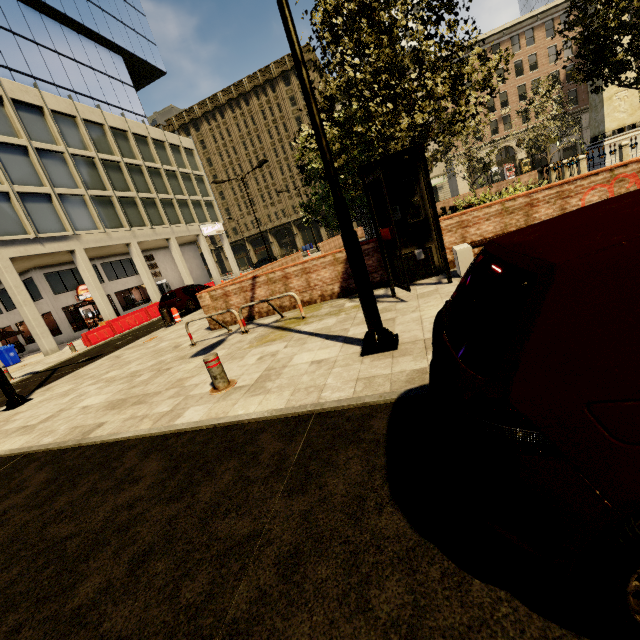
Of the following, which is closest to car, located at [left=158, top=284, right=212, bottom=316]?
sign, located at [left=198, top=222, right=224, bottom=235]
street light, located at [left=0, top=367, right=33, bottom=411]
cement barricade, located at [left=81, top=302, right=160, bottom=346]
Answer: cement barricade, located at [left=81, top=302, right=160, bottom=346]

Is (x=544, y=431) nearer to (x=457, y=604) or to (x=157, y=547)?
(x=457, y=604)

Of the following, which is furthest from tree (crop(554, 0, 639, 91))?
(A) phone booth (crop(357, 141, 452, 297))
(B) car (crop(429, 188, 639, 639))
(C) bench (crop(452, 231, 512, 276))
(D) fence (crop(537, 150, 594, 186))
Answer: (B) car (crop(429, 188, 639, 639))

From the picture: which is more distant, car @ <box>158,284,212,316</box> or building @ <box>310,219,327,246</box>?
building @ <box>310,219,327,246</box>

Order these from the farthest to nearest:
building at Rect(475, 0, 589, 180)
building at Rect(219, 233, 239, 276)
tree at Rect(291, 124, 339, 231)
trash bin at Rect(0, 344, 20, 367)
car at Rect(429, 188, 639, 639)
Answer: building at Rect(475, 0, 589, 180) < building at Rect(219, 233, 239, 276) < trash bin at Rect(0, 344, 20, 367) < tree at Rect(291, 124, 339, 231) < car at Rect(429, 188, 639, 639)

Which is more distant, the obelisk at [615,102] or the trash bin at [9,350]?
the trash bin at [9,350]

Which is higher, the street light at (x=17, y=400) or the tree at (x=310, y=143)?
the tree at (x=310, y=143)

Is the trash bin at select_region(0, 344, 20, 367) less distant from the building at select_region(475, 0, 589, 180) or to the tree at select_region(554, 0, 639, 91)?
the building at select_region(475, 0, 589, 180)
